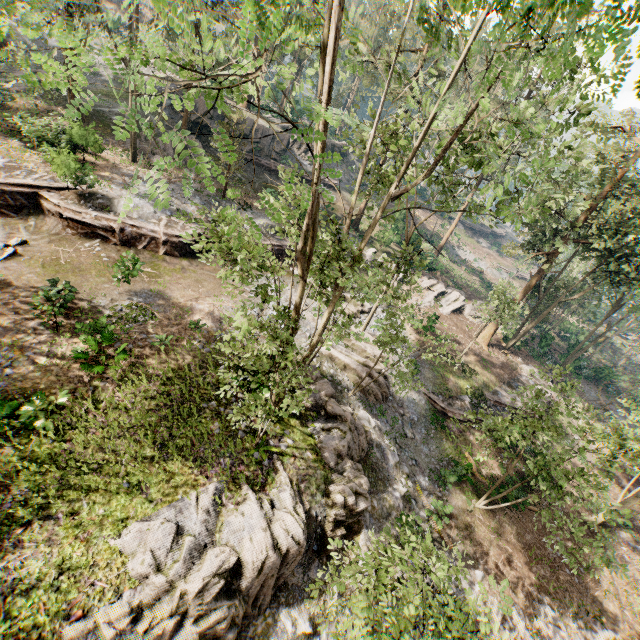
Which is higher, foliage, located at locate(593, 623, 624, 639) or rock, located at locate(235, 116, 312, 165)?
rock, located at locate(235, 116, 312, 165)

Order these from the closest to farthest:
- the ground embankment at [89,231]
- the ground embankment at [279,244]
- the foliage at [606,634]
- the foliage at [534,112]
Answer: the foliage at [534,112] → the foliage at [606,634] → the ground embankment at [89,231] → the ground embankment at [279,244]

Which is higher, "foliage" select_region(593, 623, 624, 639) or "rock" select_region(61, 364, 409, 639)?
"rock" select_region(61, 364, 409, 639)

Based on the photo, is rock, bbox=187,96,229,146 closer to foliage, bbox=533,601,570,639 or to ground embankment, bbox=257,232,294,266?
foliage, bbox=533,601,570,639

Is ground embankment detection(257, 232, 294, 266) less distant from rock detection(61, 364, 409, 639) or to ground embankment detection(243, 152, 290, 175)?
rock detection(61, 364, 409, 639)

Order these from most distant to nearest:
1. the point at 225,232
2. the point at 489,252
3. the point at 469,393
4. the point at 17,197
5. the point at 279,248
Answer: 1. the point at 489,252
2. the point at 279,248
3. the point at 469,393
4. the point at 17,197
5. the point at 225,232

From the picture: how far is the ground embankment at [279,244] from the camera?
24.0m
